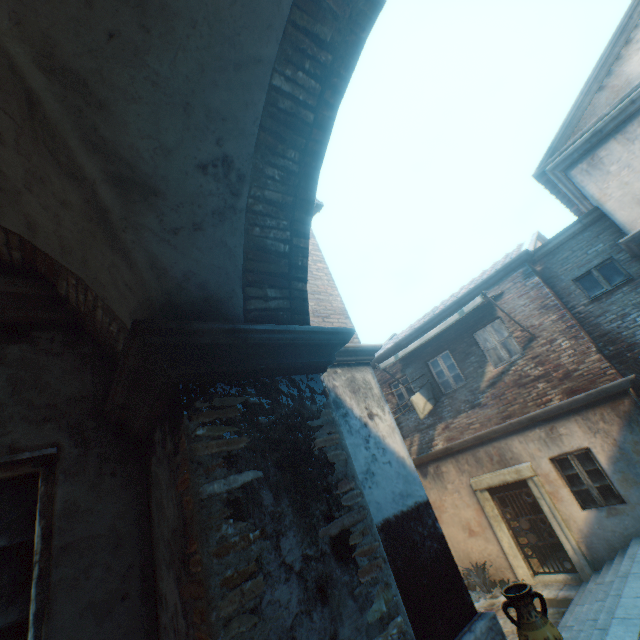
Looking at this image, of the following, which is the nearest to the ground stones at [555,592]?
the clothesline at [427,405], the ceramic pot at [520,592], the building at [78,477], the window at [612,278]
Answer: the building at [78,477]

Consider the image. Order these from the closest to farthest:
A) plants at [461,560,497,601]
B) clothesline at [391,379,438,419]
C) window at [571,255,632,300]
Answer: window at [571,255,632,300]
plants at [461,560,497,601]
clothesline at [391,379,438,419]

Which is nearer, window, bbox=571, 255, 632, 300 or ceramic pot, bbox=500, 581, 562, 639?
ceramic pot, bbox=500, 581, 562, 639

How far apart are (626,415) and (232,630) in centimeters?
994cm

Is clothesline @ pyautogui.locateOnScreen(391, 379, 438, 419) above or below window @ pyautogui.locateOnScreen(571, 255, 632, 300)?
below

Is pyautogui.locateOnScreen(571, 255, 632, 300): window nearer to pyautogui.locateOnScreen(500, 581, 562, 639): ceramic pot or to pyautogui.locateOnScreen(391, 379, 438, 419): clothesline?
pyautogui.locateOnScreen(391, 379, 438, 419): clothesline

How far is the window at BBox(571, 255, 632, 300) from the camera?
8.1 meters

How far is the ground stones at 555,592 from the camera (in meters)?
7.21
